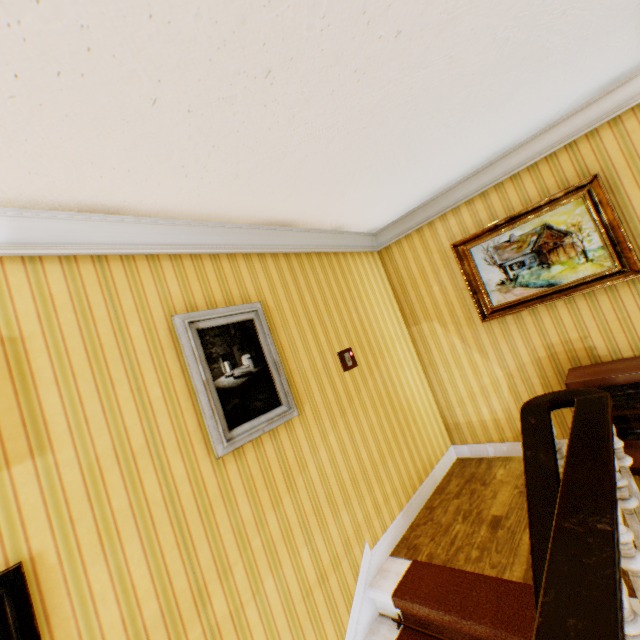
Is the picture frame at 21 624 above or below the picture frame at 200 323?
below

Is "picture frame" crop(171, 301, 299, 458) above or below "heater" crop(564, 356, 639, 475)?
above

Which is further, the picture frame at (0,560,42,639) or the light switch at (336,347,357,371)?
the light switch at (336,347,357,371)

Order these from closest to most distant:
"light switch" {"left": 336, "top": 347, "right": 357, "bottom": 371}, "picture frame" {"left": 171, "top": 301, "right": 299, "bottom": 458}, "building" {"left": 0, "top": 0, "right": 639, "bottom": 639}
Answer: "building" {"left": 0, "top": 0, "right": 639, "bottom": 639} → "picture frame" {"left": 171, "top": 301, "right": 299, "bottom": 458} → "light switch" {"left": 336, "top": 347, "right": 357, "bottom": 371}

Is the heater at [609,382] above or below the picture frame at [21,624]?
below

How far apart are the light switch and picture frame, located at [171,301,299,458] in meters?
0.8

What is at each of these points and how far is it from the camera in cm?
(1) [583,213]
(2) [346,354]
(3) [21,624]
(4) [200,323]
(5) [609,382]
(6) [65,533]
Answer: (1) painting, 301
(2) light switch, 334
(3) picture frame, 133
(4) picture frame, 230
(5) heater, 271
(6) building, 153

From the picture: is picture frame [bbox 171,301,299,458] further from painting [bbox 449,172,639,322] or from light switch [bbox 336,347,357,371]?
painting [bbox 449,172,639,322]
